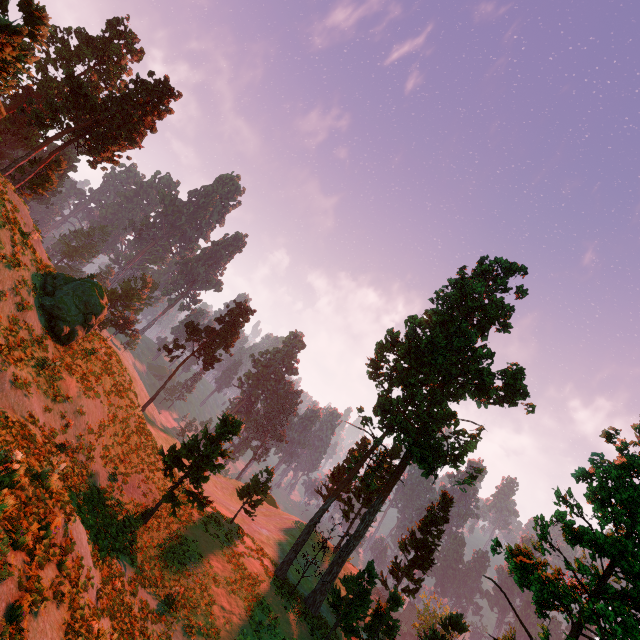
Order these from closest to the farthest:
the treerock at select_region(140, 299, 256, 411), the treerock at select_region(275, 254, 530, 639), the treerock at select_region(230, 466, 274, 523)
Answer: the treerock at select_region(275, 254, 530, 639) → the treerock at select_region(230, 466, 274, 523) → the treerock at select_region(140, 299, 256, 411)

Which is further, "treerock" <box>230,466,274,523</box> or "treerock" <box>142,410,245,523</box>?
"treerock" <box>230,466,274,523</box>

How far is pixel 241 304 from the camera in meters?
58.1

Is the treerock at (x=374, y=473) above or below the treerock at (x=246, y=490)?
above

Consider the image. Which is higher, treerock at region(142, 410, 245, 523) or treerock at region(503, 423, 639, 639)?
treerock at region(503, 423, 639, 639)

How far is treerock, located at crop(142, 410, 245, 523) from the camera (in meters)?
21.33
